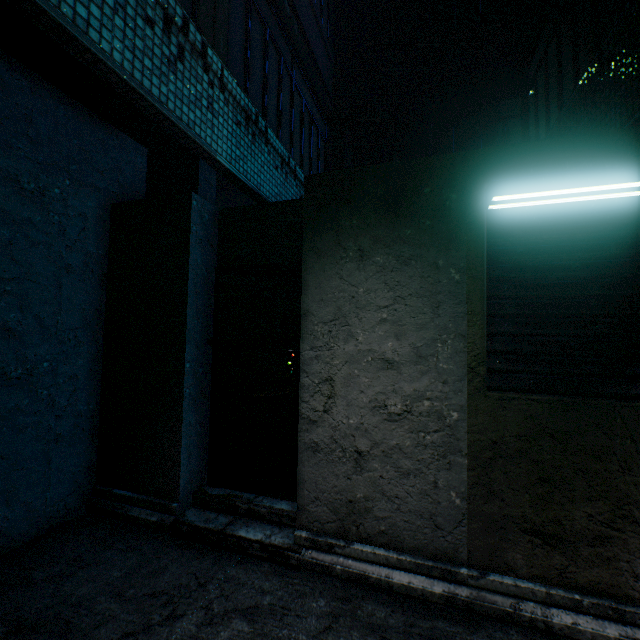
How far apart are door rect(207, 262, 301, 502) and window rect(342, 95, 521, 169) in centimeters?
347cm

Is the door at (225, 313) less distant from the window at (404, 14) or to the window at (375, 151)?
the window at (375, 151)

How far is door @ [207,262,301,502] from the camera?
2.9 meters

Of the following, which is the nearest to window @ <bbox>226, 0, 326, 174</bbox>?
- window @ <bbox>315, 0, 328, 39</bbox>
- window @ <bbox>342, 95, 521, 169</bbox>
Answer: window @ <bbox>342, 95, 521, 169</bbox>

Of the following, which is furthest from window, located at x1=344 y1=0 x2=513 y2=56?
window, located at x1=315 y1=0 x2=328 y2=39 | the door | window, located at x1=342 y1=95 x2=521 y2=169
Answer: the door

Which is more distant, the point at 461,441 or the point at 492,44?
the point at 492,44

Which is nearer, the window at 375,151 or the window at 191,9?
the window at 191,9

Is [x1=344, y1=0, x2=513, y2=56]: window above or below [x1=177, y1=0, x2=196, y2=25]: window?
above
